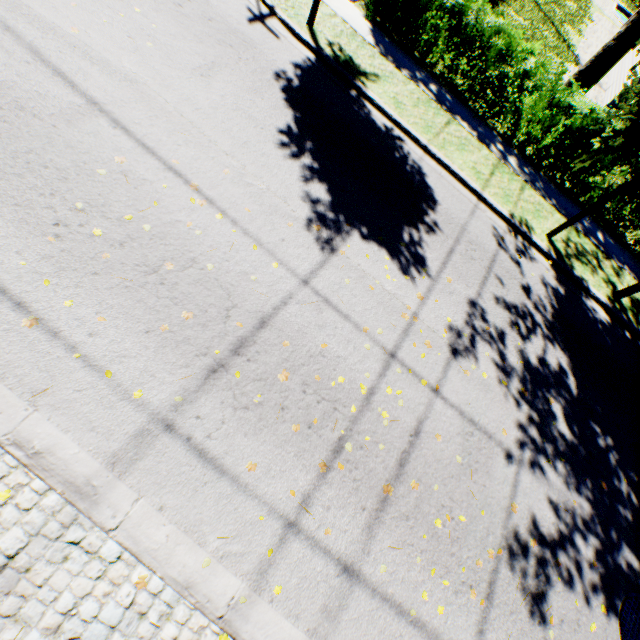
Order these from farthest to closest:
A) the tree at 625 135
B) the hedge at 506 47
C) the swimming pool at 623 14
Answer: the swimming pool at 623 14 < the hedge at 506 47 < the tree at 625 135

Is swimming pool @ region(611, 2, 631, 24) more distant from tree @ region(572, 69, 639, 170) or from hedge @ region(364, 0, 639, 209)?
hedge @ region(364, 0, 639, 209)

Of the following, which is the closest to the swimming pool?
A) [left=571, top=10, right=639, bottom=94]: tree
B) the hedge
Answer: [left=571, top=10, right=639, bottom=94]: tree

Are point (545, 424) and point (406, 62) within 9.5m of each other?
no

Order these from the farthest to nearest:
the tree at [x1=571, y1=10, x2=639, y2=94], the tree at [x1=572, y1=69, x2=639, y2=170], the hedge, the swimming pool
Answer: the swimming pool < the tree at [x1=571, y1=10, x2=639, y2=94] < the hedge < the tree at [x1=572, y1=69, x2=639, y2=170]

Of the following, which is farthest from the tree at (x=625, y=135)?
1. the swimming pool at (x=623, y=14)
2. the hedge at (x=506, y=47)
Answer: the swimming pool at (x=623, y=14)

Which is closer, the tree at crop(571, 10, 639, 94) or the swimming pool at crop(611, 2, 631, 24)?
the tree at crop(571, 10, 639, 94)
